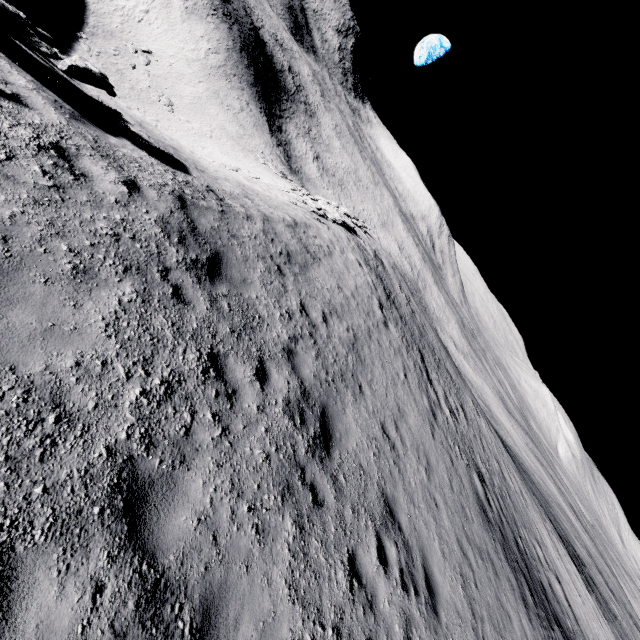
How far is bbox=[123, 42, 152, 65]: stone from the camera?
47.8 meters

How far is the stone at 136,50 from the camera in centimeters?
4778cm

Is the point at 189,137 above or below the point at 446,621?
below

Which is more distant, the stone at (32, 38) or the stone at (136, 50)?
the stone at (136, 50)

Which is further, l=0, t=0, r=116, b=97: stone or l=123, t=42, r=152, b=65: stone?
l=123, t=42, r=152, b=65: stone

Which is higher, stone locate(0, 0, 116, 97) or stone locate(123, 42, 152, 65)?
stone locate(0, 0, 116, 97)
